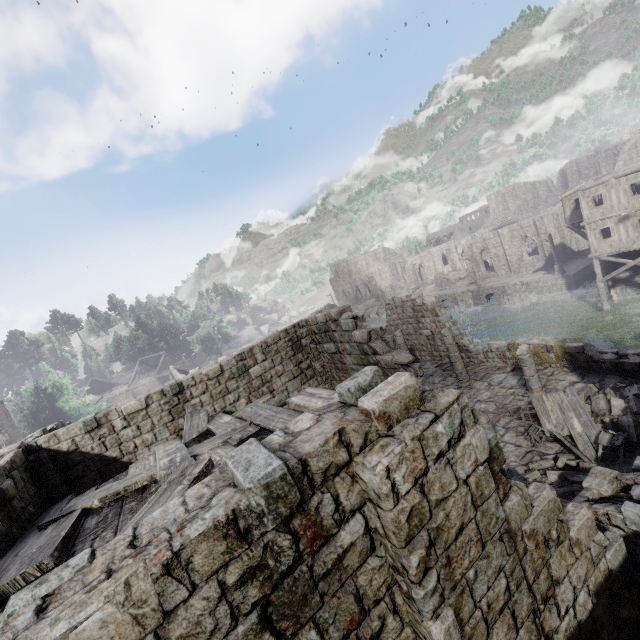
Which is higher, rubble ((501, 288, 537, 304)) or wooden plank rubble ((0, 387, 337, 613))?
wooden plank rubble ((0, 387, 337, 613))

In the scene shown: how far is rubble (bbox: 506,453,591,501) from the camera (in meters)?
8.32

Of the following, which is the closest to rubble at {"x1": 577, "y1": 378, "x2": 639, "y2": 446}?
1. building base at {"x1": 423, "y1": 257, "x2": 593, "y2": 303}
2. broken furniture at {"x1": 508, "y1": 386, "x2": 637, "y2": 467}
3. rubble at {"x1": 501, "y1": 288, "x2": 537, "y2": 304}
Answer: broken furniture at {"x1": 508, "y1": 386, "x2": 637, "y2": 467}

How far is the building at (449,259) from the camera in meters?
51.3

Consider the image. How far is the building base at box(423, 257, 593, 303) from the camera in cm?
3465

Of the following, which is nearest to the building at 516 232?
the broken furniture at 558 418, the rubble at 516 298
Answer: the broken furniture at 558 418

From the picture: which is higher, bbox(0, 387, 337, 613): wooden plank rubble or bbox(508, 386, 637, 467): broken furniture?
bbox(0, 387, 337, 613): wooden plank rubble

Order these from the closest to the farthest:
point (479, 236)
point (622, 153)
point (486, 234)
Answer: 1. point (486, 234)
2. point (479, 236)
3. point (622, 153)
